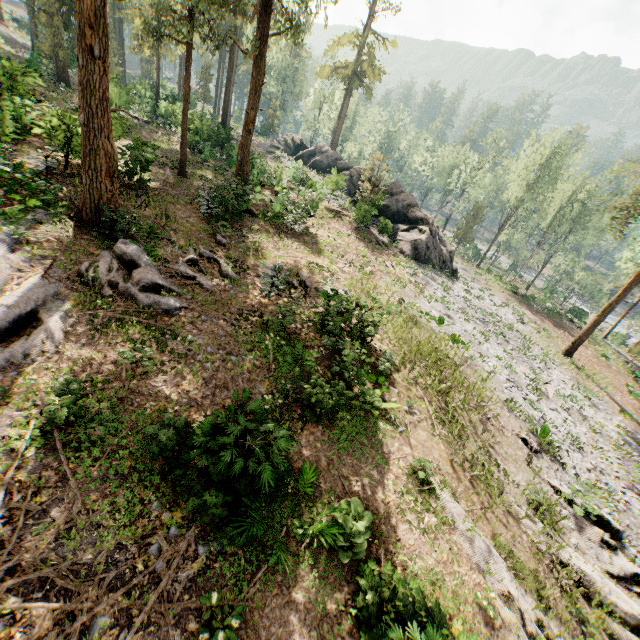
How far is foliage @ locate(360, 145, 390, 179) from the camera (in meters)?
26.94

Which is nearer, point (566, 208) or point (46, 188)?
point (46, 188)

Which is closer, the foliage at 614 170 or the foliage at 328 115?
the foliage at 614 170

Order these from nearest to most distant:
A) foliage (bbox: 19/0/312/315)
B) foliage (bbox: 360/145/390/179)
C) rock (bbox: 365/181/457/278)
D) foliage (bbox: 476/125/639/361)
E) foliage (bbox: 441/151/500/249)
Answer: foliage (bbox: 19/0/312/315)
foliage (bbox: 476/125/639/361)
foliage (bbox: 360/145/390/179)
rock (bbox: 365/181/457/278)
foliage (bbox: 441/151/500/249)

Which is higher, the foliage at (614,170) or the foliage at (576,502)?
the foliage at (614,170)

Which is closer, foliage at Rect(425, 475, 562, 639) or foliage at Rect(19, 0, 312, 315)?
foliage at Rect(425, 475, 562, 639)
